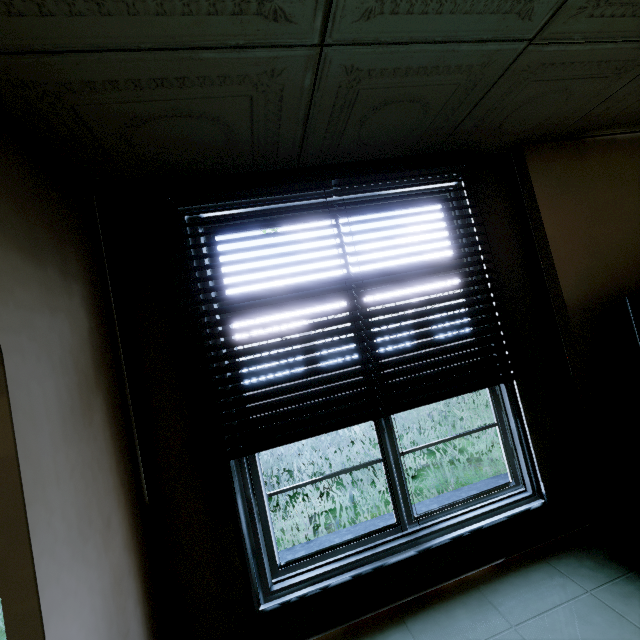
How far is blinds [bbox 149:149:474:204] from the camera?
1.92m

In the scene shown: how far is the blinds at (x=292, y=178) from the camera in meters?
1.9

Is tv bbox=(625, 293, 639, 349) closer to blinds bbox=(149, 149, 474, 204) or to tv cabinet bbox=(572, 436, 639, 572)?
tv cabinet bbox=(572, 436, 639, 572)

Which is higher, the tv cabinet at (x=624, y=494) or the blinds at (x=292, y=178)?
the blinds at (x=292, y=178)

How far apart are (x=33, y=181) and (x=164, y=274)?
0.70m

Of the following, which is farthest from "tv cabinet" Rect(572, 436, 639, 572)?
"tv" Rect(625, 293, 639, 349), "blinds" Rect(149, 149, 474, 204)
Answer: "blinds" Rect(149, 149, 474, 204)
